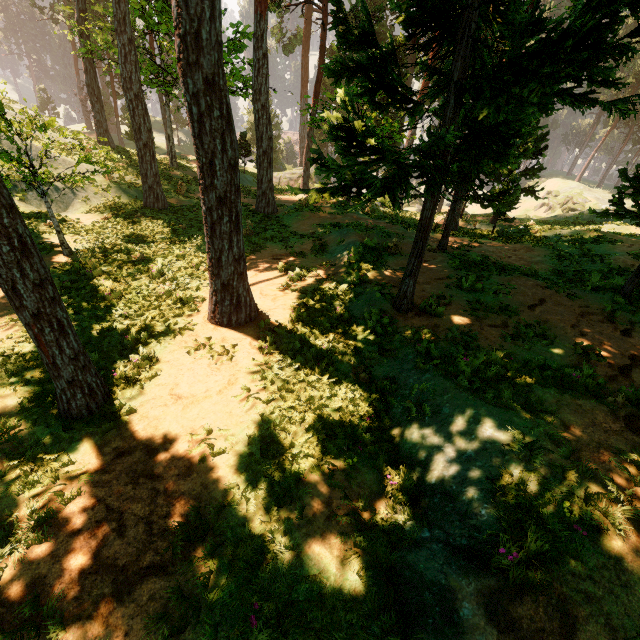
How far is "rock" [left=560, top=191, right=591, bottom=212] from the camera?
54.5 meters

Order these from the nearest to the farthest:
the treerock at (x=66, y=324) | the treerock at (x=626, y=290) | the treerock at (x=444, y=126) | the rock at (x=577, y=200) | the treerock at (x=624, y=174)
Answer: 1. the treerock at (x=66, y=324)
2. the treerock at (x=444, y=126)
3. the treerock at (x=624, y=174)
4. the treerock at (x=626, y=290)
5. the rock at (x=577, y=200)

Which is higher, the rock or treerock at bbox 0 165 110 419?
treerock at bbox 0 165 110 419

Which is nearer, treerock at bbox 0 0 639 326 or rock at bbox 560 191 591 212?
treerock at bbox 0 0 639 326

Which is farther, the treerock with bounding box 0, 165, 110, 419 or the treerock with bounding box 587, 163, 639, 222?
the treerock with bounding box 587, 163, 639, 222

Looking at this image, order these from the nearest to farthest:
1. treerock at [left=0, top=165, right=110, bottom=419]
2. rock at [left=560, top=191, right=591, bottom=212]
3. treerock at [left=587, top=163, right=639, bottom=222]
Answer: treerock at [left=0, top=165, right=110, bottom=419] < treerock at [left=587, top=163, right=639, bottom=222] < rock at [left=560, top=191, right=591, bottom=212]

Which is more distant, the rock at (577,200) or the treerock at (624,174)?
the rock at (577,200)

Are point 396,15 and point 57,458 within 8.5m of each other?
no
